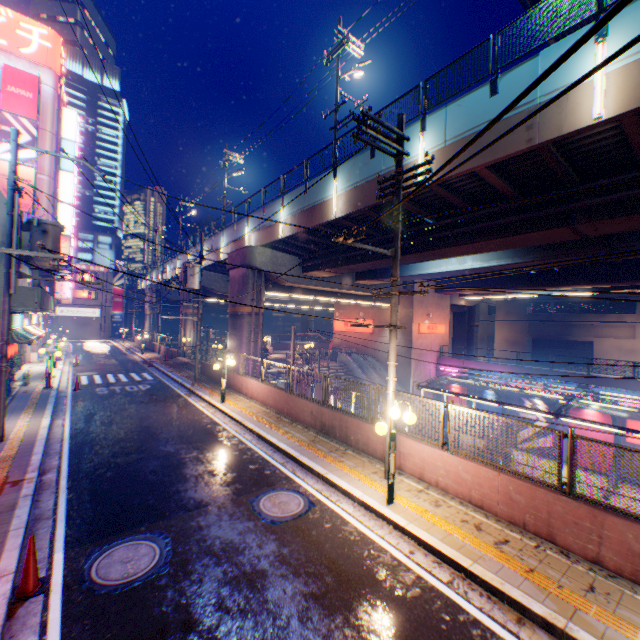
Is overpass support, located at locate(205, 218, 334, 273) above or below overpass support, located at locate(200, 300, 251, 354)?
above

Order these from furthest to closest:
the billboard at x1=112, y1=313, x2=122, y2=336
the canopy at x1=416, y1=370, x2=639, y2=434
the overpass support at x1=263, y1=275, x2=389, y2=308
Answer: the billboard at x1=112, y1=313, x2=122, y2=336 < the overpass support at x1=263, y1=275, x2=389, y2=308 < the canopy at x1=416, y1=370, x2=639, y2=434

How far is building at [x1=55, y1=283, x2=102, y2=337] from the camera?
53.03m

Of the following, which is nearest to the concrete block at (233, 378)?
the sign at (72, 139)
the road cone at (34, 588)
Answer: the road cone at (34, 588)

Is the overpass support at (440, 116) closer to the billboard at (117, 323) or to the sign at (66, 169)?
the billboard at (117, 323)

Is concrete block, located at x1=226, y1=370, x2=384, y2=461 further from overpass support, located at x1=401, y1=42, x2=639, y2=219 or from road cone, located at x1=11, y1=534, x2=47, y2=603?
road cone, located at x1=11, y1=534, x2=47, y2=603

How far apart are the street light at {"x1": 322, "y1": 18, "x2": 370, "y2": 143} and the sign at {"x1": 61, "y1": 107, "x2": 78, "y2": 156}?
32.24m

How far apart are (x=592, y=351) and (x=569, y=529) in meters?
44.8
